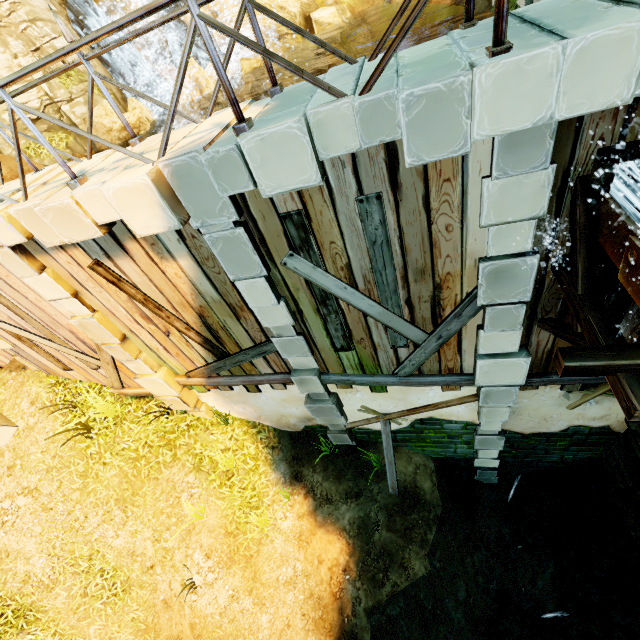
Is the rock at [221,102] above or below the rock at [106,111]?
below

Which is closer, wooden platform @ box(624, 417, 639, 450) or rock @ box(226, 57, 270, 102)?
wooden platform @ box(624, 417, 639, 450)

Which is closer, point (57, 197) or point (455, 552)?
point (57, 197)

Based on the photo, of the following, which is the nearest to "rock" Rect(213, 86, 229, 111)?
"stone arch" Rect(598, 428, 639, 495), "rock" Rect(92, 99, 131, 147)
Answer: "rock" Rect(92, 99, 131, 147)

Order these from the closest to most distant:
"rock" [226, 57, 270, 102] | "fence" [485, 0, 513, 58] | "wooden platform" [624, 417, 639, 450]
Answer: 1. "fence" [485, 0, 513, 58]
2. "wooden platform" [624, 417, 639, 450]
3. "rock" [226, 57, 270, 102]

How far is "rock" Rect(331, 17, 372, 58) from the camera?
19.11m

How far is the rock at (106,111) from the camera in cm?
1272
